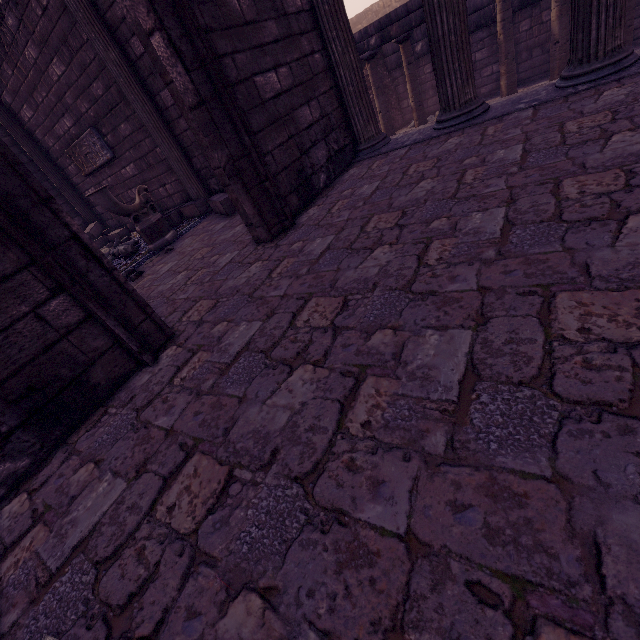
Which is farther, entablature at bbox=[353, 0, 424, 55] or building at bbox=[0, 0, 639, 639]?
entablature at bbox=[353, 0, 424, 55]

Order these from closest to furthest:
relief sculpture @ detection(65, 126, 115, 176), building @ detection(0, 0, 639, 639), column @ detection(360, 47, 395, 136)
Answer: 1. building @ detection(0, 0, 639, 639)
2. relief sculpture @ detection(65, 126, 115, 176)
3. column @ detection(360, 47, 395, 136)

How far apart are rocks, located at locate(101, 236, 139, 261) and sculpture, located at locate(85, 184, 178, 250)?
1.2 meters

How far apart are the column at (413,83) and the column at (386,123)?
0.5 meters

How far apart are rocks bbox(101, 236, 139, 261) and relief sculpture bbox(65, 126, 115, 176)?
2.3m

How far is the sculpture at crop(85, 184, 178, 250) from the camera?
5.29m

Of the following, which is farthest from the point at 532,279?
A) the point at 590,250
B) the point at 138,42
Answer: the point at 138,42

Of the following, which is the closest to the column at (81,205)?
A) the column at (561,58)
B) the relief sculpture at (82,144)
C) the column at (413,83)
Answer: the relief sculpture at (82,144)
